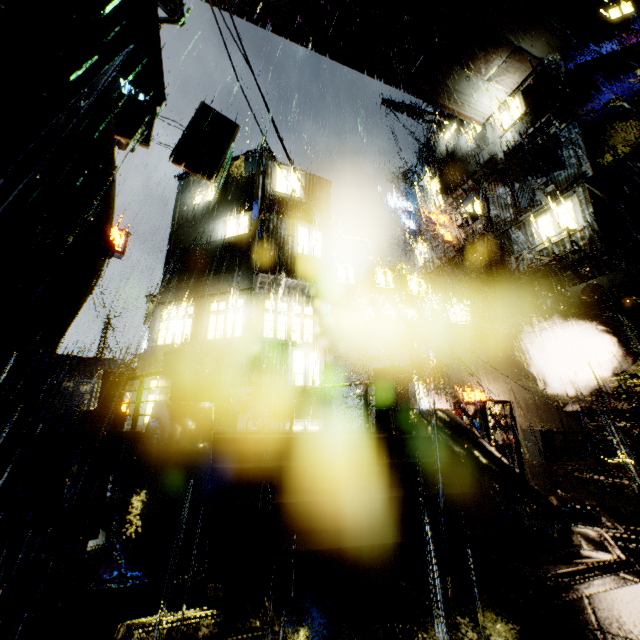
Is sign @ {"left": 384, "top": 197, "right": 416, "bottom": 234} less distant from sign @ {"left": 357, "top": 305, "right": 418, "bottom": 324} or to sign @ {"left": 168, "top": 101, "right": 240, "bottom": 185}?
sign @ {"left": 357, "top": 305, "right": 418, "bottom": 324}

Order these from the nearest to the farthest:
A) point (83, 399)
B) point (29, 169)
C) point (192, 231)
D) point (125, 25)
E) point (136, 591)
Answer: point (29, 169) → point (136, 591) → point (125, 25) → point (192, 231) → point (83, 399)

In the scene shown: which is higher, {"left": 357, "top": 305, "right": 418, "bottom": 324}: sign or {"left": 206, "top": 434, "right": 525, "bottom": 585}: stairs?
{"left": 357, "top": 305, "right": 418, "bottom": 324}: sign

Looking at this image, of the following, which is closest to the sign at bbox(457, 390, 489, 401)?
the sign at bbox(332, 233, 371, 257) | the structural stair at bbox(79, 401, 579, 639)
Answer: the sign at bbox(332, 233, 371, 257)

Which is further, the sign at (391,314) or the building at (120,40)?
the sign at (391,314)

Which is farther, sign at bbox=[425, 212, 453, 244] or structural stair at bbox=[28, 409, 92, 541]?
sign at bbox=[425, 212, 453, 244]

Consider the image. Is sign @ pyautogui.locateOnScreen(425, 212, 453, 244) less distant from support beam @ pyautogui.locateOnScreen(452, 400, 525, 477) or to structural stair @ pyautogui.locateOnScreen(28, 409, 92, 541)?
support beam @ pyautogui.locateOnScreen(452, 400, 525, 477)

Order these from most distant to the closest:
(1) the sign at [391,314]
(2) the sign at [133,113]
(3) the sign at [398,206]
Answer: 1. (3) the sign at [398,206]
2. (1) the sign at [391,314]
3. (2) the sign at [133,113]
